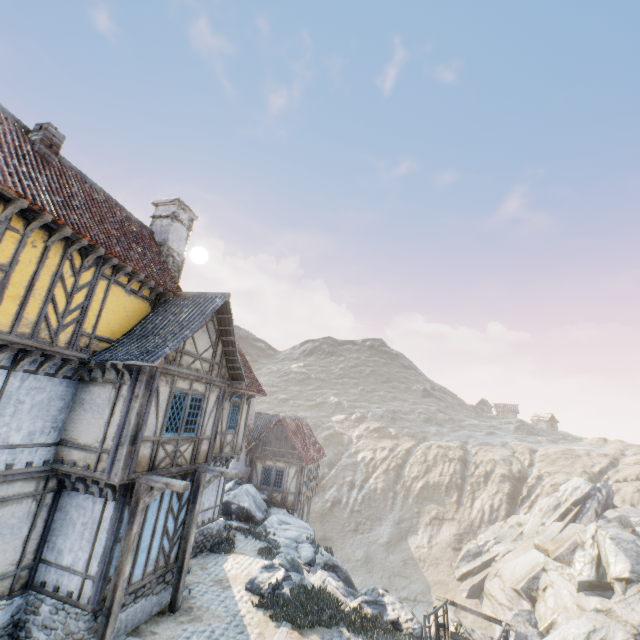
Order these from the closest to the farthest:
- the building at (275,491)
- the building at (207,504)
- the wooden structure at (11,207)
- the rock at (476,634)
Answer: the wooden structure at (11,207), the rock at (476,634), the building at (207,504), the building at (275,491)

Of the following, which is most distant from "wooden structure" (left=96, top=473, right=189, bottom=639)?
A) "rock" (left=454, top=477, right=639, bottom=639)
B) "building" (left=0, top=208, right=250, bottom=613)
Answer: "rock" (left=454, top=477, right=639, bottom=639)

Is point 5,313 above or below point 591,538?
Result: above

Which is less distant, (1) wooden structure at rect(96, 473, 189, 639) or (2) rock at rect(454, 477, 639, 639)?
(1) wooden structure at rect(96, 473, 189, 639)

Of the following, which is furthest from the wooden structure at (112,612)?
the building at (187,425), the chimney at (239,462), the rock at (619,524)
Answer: the chimney at (239,462)

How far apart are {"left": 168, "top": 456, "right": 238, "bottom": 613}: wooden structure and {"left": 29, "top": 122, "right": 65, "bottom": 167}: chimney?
10.12m

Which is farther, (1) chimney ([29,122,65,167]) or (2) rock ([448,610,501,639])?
(2) rock ([448,610,501,639])

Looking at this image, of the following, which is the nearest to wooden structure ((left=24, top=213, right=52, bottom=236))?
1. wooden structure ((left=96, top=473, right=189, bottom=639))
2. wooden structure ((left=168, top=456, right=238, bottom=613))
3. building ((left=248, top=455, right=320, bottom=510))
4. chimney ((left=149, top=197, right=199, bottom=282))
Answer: chimney ((left=149, top=197, right=199, bottom=282))
